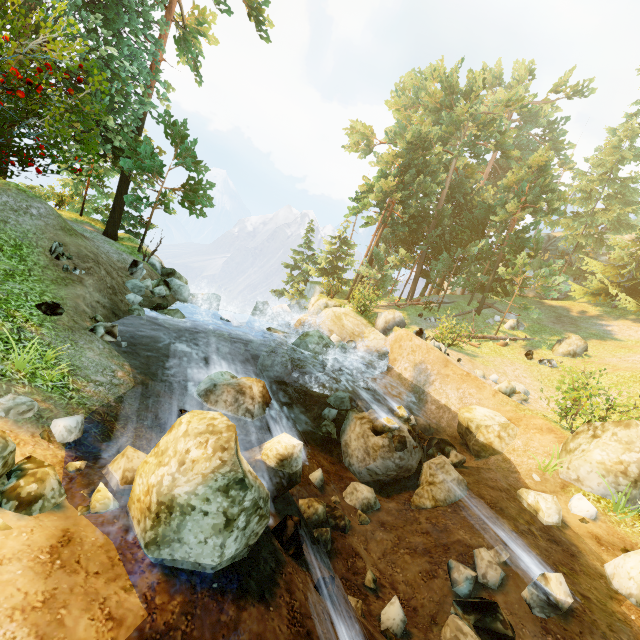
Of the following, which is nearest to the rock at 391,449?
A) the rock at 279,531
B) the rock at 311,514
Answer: the rock at 311,514

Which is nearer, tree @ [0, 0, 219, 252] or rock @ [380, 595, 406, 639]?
rock @ [380, 595, 406, 639]

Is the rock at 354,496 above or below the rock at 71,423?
below

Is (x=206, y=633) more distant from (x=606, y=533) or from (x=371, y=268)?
(x=371, y=268)

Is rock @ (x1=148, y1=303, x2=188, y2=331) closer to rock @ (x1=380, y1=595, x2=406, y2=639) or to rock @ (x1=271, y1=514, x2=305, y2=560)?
rock @ (x1=271, y1=514, x2=305, y2=560)

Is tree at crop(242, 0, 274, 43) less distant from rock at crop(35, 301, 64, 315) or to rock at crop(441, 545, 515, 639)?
rock at crop(35, 301, 64, 315)

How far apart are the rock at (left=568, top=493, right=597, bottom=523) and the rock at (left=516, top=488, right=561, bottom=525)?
0.5 meters

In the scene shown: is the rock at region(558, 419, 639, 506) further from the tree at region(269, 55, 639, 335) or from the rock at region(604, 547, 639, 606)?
the tree at region(269, 55, 639, 335)
